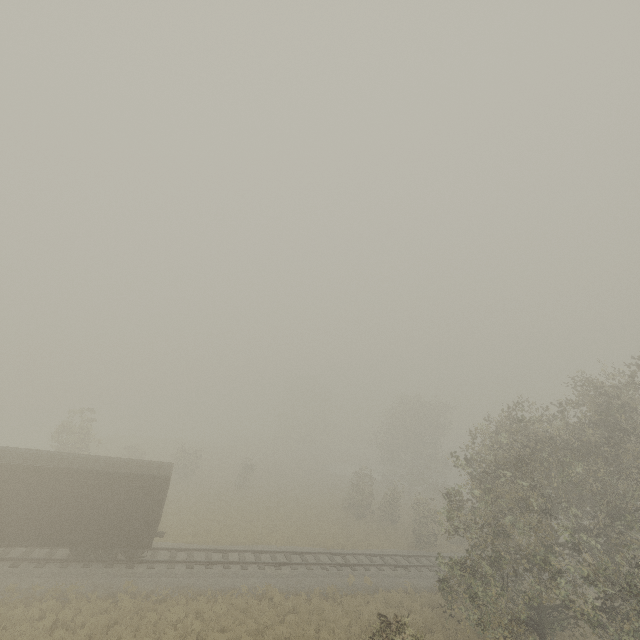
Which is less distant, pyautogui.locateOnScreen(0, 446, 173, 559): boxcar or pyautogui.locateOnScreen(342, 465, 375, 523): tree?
pyautogui.locateOnScreen(0, 446, 173, 559): boxcar

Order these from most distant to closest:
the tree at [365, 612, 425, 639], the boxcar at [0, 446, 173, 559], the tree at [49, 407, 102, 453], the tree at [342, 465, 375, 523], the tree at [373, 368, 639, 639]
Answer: the tree at [342, 465, 375, 523] < the tree at [49, 407, 102, 453] < the boxcar at [0, 446, 173, 559] < the tree at [373, 368, 639, 639] < the tree at [365, 612, 425, 639]

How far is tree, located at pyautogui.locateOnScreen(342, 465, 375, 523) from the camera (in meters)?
32.88

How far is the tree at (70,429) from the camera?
26.48m

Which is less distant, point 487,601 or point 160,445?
point 487,601

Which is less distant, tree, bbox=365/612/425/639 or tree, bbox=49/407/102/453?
tree, bbox=365/612/425/639

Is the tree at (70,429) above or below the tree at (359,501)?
above
